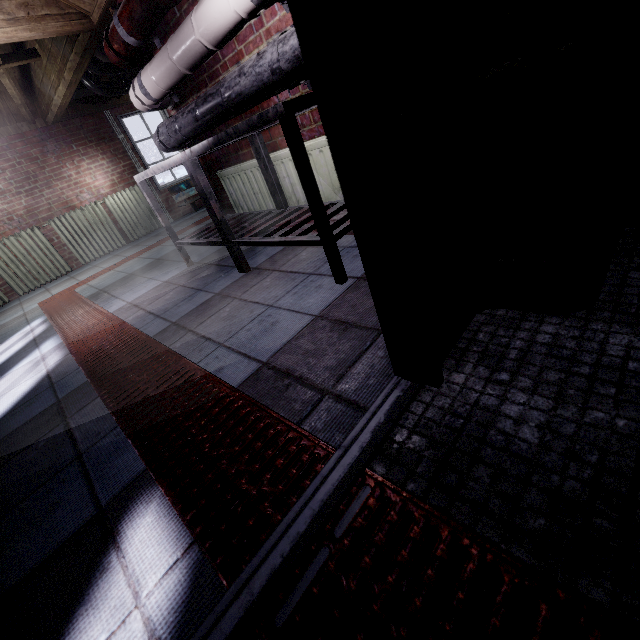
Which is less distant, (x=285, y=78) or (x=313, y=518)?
(x=313, y=518)

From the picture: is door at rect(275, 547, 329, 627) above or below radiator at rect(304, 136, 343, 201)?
below

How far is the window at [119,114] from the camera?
5.57m

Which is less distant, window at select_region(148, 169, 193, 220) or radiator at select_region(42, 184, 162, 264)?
radiator at select_region(42, 184, 162, 264)

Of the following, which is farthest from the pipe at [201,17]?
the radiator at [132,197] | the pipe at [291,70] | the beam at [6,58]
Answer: the radiator at [132,197]

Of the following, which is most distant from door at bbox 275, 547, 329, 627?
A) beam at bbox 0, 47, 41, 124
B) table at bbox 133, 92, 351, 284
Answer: beam at bbox 0, 47, 41, 124

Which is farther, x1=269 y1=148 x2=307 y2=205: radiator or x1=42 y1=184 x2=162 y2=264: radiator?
x1=42 y1=184 x2=162 y2=264: radiator

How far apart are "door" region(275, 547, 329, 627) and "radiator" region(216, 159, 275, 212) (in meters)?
1.93
